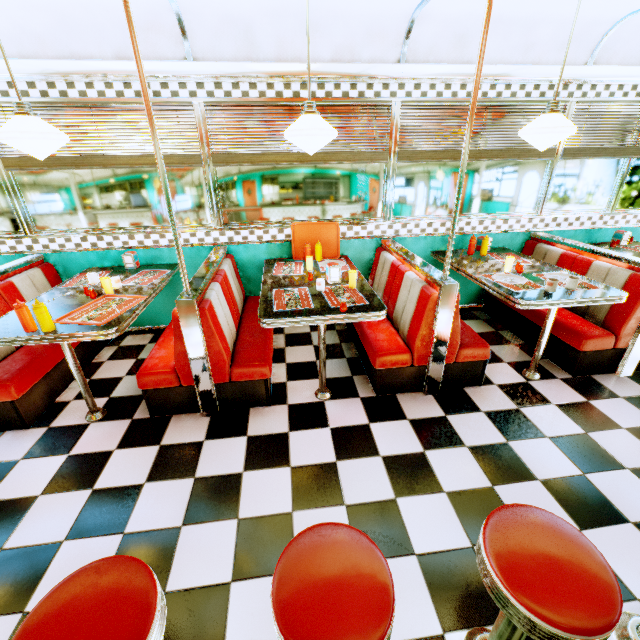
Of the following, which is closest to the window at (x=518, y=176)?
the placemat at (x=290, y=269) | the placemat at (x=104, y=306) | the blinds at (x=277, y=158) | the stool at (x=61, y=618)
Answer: the blinds at (x=277, y=158)

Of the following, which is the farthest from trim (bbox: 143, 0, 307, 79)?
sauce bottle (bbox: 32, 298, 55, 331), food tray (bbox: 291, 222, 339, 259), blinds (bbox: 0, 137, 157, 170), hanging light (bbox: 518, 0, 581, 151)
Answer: sauce bottle (bbox: 32, 298, 55, 331)

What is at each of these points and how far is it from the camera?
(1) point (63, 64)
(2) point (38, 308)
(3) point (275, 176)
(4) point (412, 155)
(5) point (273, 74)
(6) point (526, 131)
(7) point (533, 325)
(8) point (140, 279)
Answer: (1) trim, 2.81m
(2) sauce bottle, 2.19m
(3) window, 3.54m
(4) blinds, 3.55m
(5) trim, 3.02m
(6) hanging light, 2.65m
(7) seat, 3.64m
(8) placemat, 3.27m

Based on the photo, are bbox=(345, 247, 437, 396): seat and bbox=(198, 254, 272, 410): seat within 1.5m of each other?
yes

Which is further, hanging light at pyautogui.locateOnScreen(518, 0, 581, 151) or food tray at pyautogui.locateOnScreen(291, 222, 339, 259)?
food tray at pyautogui.locateOnScreen(291, 222, 339, 259)

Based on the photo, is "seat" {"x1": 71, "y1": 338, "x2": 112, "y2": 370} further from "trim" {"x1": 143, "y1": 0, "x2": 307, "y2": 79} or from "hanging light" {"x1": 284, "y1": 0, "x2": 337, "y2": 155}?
"hanging light" {"x1": 284, "y1": 0, "x2": 337, "y2": 155}

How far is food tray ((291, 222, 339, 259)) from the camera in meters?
3.7

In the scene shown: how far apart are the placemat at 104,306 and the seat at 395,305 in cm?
206
